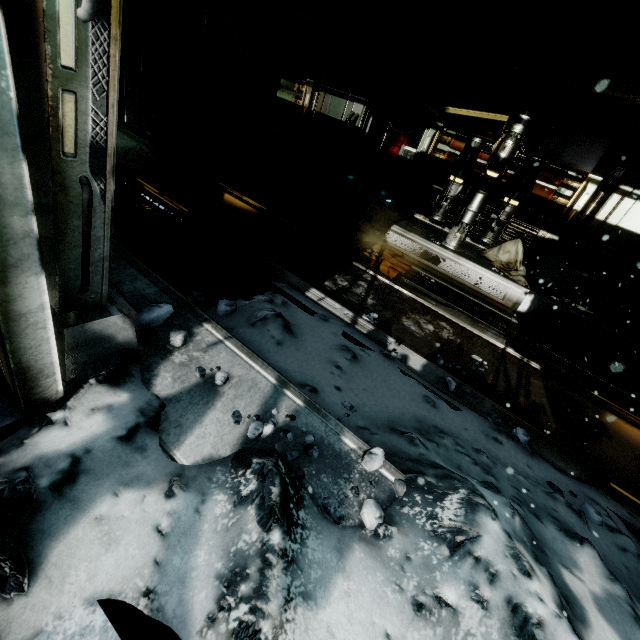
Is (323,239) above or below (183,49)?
below

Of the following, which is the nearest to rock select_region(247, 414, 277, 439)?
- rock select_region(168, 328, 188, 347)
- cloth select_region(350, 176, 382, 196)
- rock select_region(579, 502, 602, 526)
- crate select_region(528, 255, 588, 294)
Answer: rock select_region(168, 328, 188, 347)

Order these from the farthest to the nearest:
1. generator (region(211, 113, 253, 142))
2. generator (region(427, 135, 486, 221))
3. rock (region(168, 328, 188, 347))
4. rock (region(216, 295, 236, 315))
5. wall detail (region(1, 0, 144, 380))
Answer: generator (region(211, 113, 253, 142)) → generator (region(427, 135, 486, 221)) → rock (region(216, 295, 236, 315)) → rock (region(168, 328, 188, 347)) → wall detail (region(1, 0, 144, 380))

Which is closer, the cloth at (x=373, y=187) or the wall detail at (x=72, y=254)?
the wall detail at (x=72, y=254)

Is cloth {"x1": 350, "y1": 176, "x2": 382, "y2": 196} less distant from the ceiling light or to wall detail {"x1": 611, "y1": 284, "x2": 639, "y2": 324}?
the ceiling light

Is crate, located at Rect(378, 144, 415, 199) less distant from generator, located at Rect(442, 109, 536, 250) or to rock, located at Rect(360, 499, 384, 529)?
generator, located at Rect(442, 109, 536, 250)

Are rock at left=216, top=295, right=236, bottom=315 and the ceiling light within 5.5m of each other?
no

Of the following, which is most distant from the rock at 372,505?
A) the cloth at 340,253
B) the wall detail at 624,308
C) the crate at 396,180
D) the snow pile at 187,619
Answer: the crate at 396,180
